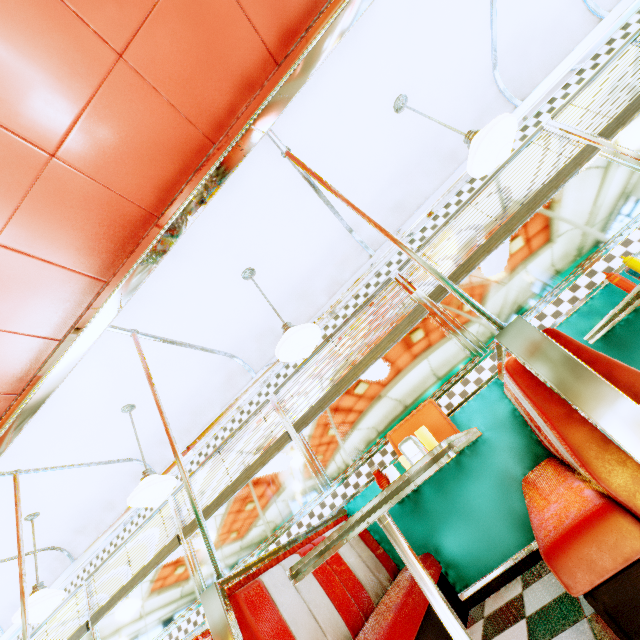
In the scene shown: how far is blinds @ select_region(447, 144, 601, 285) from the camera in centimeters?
284cm

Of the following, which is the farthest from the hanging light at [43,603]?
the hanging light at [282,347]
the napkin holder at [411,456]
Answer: the napkin holder at [411,456]

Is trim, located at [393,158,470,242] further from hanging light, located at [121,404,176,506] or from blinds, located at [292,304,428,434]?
hanging light, located at [121,404,176,506]

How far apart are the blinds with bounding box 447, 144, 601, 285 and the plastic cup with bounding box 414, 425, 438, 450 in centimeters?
160cm

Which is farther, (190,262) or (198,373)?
(198,373)

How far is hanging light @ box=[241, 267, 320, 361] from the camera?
2.4 meters

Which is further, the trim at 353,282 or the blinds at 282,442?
the blinds at 282,442

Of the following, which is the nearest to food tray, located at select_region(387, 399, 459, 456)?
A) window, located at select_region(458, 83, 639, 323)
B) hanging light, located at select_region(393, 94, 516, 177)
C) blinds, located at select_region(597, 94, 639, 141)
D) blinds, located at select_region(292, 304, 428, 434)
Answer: window, located at select_region(458, 83, 639, 323)
